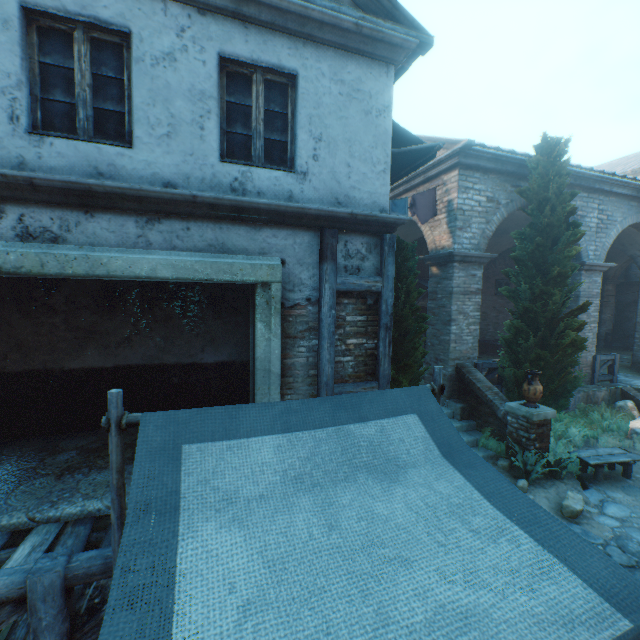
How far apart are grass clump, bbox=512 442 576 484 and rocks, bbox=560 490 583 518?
0.5 meters

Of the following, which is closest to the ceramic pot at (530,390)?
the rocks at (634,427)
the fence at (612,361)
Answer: the rocks at (634,427)

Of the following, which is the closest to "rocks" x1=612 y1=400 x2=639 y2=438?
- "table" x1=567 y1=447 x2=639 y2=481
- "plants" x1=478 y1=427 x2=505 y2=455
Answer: "table" x1=567 y1=447 x2=639 y2=481

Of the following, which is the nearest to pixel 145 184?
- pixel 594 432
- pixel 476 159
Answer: pixel 476 159

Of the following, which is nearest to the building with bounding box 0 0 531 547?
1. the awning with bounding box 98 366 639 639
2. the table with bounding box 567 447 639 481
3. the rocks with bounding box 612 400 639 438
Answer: the awning with bounding box 98 366 639 639

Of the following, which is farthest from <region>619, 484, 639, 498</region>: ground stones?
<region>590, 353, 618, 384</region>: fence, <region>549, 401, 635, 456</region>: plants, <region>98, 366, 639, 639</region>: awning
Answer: <region>590, 353, 618, 384</region>: fence

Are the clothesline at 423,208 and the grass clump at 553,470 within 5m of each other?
no

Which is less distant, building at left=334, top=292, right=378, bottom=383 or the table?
building at left=334, top=292, right=378, bottom=383
